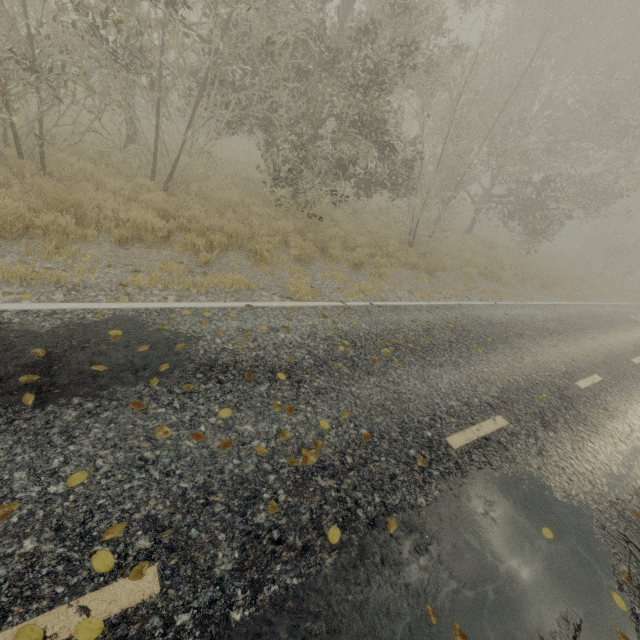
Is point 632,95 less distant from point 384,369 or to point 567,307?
point 567,307
